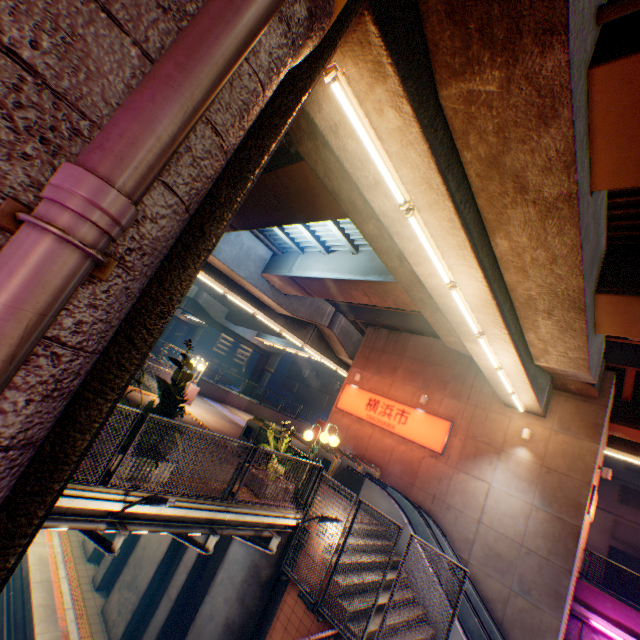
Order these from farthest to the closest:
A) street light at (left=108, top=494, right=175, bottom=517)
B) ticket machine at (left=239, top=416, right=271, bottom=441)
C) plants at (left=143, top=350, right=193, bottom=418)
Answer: ticket machine at (left=239, top=416, right=271, bottom=441)
plants at (left=143, top=350, right=193, bottom=418)
street light at (left=108, top=494, right=175, bottom=517)

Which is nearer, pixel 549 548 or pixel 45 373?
pixel 45 373

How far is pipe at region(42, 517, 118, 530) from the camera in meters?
4.8 m

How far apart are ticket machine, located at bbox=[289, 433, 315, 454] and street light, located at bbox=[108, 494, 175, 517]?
7.6 meters

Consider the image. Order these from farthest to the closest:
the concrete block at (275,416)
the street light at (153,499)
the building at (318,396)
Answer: the building at (318,396) < the concrete block at (275,416) < the street light at (153,499)

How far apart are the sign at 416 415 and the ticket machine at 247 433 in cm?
738

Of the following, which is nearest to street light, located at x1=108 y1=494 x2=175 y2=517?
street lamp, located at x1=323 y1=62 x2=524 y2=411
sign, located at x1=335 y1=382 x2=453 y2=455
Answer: street lamp, located at x1=323 y1=62 x2=524 y2=411

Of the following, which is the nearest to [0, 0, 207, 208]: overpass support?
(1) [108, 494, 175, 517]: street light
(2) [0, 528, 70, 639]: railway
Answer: (1) [108, 494, 175, 517]: street light
